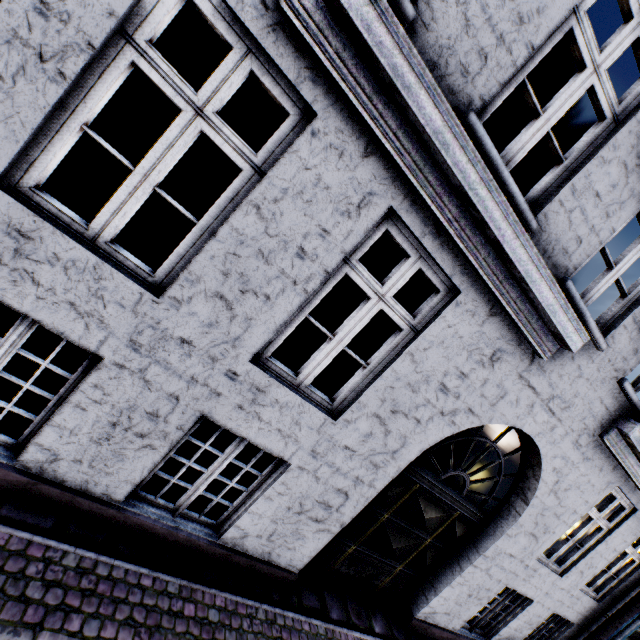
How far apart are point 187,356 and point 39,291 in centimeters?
107cm
